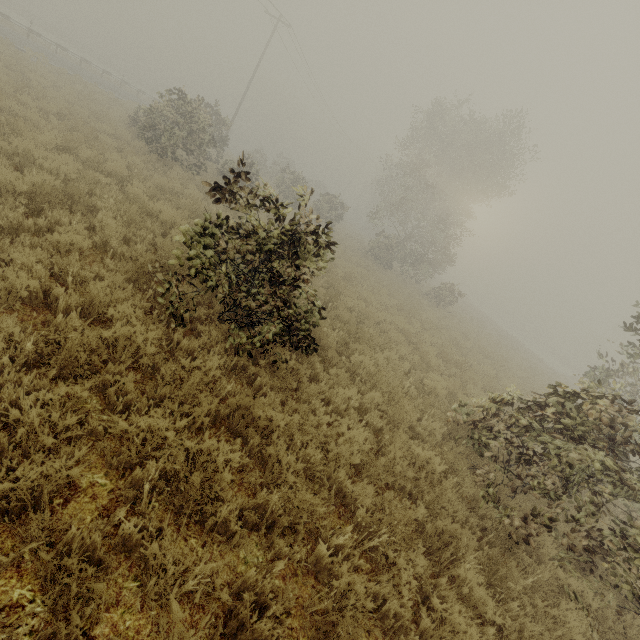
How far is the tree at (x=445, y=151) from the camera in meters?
22.9

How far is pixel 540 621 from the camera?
4.2 meters

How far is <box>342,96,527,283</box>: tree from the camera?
22.91m
